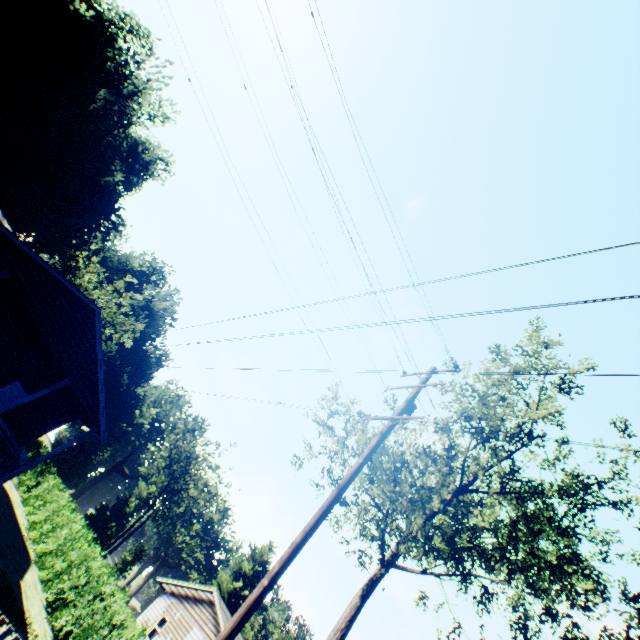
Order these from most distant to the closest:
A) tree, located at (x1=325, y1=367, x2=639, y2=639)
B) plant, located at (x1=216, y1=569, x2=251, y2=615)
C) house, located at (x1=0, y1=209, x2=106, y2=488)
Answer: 1. plant, located at (x1=216, y1=569, x2=251, y2=615)
2. house, located at (x1=0, y1=209, x2=106, y2=488)
3. tree, located at (x1=325, y1=367, x2=639, y2=639)

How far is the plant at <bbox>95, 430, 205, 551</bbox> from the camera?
49.88m

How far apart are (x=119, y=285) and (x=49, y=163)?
15.68m

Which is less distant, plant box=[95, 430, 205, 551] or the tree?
the tree

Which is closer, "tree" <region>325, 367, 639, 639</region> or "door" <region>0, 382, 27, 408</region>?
"tree" <region>325, 367, 639, 639</region>

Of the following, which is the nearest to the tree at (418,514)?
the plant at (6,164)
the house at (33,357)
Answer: the house at (33,357)

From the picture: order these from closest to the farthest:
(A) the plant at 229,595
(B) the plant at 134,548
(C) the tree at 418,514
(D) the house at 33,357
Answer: (C) the tree at 418,514, (D) the house at 33,357, (B) the plant at 134,548, (A) the plant at 229,595

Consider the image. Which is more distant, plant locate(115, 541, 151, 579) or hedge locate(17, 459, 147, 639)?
plant locate(115, 541, 151, 579)
